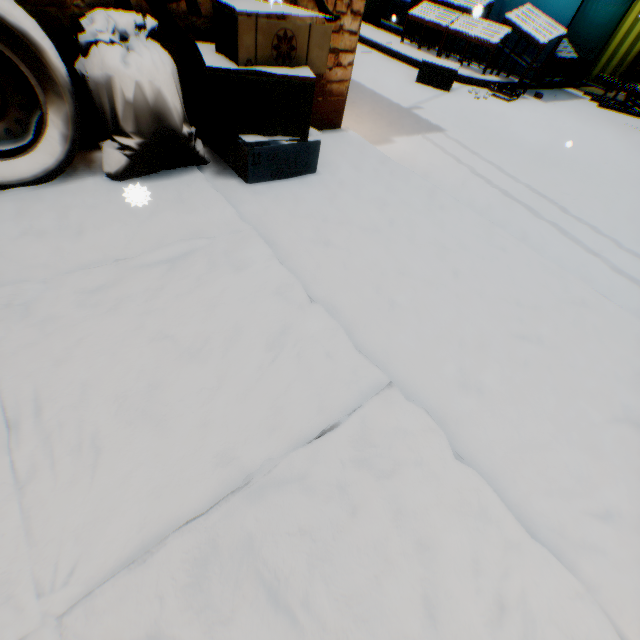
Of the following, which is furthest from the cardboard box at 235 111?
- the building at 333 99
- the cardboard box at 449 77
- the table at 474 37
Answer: the cardboard box at 449 77

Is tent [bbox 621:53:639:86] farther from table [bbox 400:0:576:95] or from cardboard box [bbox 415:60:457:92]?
cardboard box [bbox 415:60:457:92]

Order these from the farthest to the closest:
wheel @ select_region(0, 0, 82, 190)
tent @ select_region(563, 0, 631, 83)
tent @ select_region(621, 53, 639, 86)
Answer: tent @ select_region(621, 53, 639, 86), tent @ select_region(563, 0, 631, 83), wheel @ select_region(0, 0, 82, 190)

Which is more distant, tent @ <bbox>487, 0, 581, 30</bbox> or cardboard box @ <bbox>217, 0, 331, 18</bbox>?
tent @ <bbox>487, 0, 581, 30</bbox>

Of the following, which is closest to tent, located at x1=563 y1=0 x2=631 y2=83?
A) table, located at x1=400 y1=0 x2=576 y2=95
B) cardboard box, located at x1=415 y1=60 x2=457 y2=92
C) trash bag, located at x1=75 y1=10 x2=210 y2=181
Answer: table, located at x1=400 y1=0 x2=576 y2=95

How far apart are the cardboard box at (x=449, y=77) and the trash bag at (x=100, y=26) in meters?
6.1 m

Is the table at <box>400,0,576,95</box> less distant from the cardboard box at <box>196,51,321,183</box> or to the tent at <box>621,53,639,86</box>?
the tent at <box>621,53,639,86</box>

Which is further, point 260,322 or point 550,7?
point 550,7
